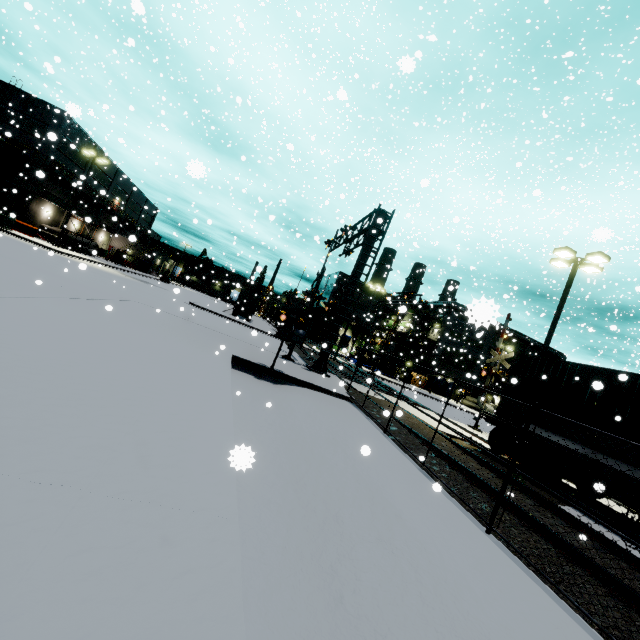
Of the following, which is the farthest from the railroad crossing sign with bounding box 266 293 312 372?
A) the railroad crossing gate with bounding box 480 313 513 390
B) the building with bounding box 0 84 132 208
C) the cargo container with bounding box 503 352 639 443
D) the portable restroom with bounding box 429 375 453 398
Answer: the portable restroom with bounding box 429 375 453 398

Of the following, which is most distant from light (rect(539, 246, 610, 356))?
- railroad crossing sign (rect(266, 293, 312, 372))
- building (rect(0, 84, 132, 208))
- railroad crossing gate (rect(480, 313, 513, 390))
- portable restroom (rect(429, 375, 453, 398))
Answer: portable restroom (rect(429, 375, 453, 398))

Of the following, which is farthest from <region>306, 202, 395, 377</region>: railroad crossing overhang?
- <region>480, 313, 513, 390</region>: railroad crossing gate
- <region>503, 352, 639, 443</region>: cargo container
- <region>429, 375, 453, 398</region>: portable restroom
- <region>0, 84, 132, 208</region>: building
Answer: <region>429, 375, 453, 398</region>: portable restroom

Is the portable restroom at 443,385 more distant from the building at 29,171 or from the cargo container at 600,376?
the cargo container at 600,376

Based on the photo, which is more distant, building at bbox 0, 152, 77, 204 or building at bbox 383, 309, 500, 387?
building at bbox 383, 309, 500, 387

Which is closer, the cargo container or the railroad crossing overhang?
the cargo container

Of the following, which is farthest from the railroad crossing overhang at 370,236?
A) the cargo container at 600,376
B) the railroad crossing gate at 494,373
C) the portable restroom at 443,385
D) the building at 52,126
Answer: the portable restroom at 443,385

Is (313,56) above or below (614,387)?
above
